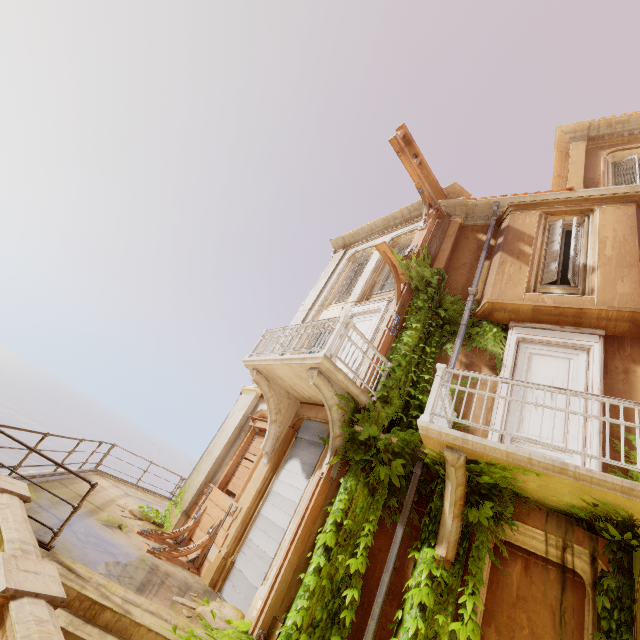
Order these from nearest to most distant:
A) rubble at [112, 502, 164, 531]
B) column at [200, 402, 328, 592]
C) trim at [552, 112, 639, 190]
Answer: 1. column at [200, 402, 328, 592]
2. rubble at [112, 502, 164, 531]
3. trim at [552, 112, 639, 190]

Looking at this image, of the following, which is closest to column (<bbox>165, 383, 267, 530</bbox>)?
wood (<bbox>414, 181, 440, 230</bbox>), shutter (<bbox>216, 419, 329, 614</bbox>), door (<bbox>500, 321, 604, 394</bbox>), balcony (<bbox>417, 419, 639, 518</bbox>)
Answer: shutter (<bbox>216, 419, 329, 614</bbox>)

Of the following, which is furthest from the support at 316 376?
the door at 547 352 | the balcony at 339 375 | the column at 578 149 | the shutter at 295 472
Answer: the column at 578 149

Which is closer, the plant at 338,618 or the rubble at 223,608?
the plant at 338,618

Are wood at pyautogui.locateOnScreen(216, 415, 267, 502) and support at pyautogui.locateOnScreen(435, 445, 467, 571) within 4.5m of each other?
no

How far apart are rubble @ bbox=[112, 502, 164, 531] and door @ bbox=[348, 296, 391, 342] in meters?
6.1 m

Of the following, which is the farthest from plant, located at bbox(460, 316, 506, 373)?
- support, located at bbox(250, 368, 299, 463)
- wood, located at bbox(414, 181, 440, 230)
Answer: support, located at bbox(250, 368, 299, 463)

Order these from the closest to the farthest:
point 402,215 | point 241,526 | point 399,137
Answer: point 241,526 → point 399,137 → point 402,215
